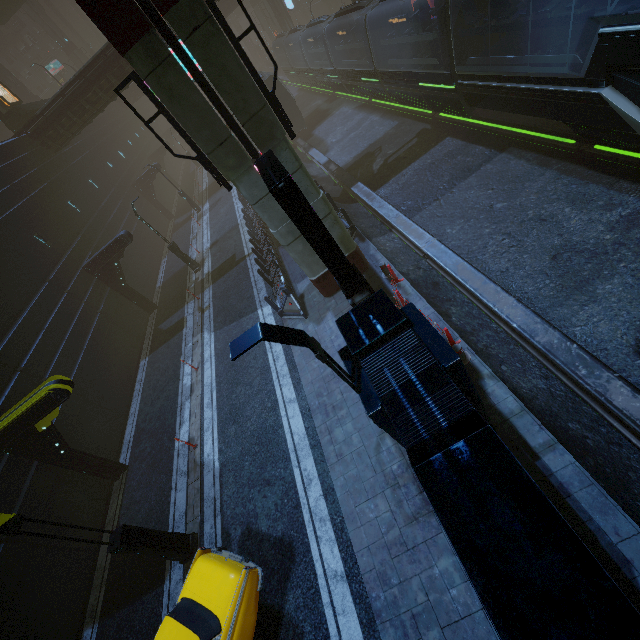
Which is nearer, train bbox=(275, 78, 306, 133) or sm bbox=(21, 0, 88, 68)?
train bbox=(275, 78, 306, 133)

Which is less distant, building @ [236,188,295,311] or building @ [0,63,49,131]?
building @ [236,188,295,311]

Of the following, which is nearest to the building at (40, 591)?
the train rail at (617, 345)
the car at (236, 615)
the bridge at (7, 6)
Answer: the train rail at (617, 345)

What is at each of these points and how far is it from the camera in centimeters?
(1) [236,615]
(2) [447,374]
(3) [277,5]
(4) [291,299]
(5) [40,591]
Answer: (1) car, 641cm
(2) building, 483cm
(3) building, 4453cm
(4) barrier, 1331cm
(5) building, 990cm

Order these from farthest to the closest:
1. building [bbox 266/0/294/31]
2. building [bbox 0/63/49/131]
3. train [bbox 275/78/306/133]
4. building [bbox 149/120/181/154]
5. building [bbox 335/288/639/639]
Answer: building [bbox 149/120/181/154]
building [bbox 266/0/294/31]
train [bbox 275/78/306/133]
building [bbox 0/63/49/131]
building [bbox 335/288/639/639]

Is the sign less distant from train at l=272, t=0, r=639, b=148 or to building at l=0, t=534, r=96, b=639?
building at l=0, t=534, r=96, b=639

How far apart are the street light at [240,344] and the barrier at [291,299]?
7.3 meters

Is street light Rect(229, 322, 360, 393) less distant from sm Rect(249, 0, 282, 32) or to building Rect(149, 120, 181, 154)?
building Rect(149, 120, 181, 154)
